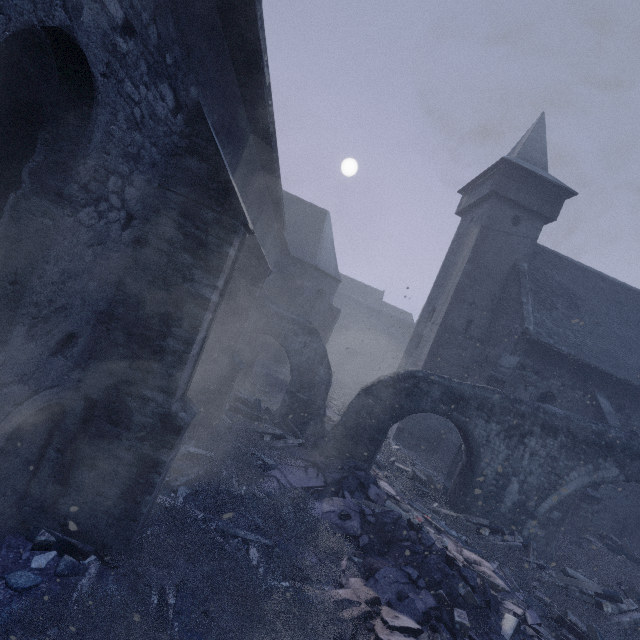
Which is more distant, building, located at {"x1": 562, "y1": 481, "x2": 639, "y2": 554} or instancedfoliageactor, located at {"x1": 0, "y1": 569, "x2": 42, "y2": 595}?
building, located at {"x1": 562, "y1": 481, "x2": 639, "y2": 554}

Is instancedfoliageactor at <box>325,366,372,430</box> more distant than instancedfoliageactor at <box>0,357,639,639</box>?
Yes

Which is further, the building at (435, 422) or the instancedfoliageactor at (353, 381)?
the instancedfoliageactor at (353, 381)

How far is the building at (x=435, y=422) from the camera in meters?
13.1

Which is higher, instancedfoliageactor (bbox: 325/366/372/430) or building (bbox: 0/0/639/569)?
building (bbox: 0/0/639/569)

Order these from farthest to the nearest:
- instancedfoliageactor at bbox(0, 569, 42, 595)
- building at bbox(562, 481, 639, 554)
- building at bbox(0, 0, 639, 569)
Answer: building at bbox(562, 481, 639, 554) < instancedfoliageactor at bbox(0, 569, 42, 595) < building at bbox(0, 0, 639, 569)

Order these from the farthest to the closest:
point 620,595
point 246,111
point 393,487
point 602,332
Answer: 1. point 602,332
2. point 393,487
3. point 620,595
4. point 246,111
